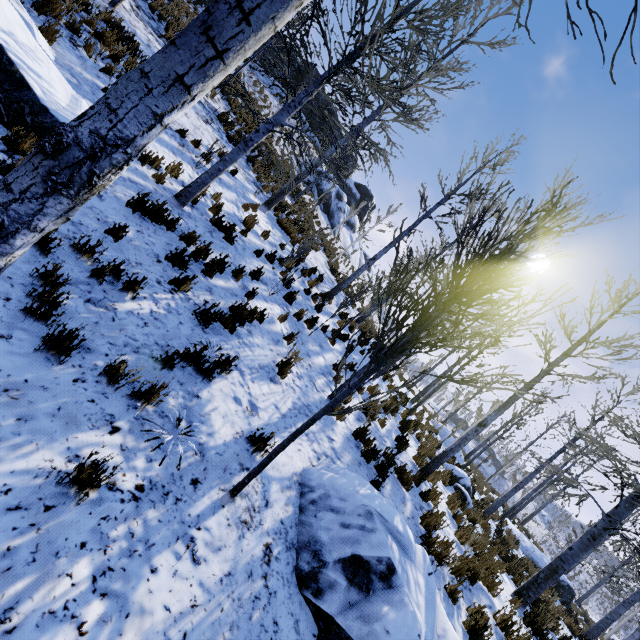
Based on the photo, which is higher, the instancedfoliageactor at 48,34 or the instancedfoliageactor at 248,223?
the instancedfoliageactor at 248,223

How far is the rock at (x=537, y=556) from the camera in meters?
17.2 m

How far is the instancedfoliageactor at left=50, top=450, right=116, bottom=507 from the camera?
2.46m

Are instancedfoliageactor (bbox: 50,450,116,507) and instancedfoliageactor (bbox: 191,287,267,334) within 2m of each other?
no

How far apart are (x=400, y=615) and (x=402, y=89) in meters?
13.6

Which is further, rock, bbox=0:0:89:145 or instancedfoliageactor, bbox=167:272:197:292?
instancedfoliageactor, bbox=167:272:197:292

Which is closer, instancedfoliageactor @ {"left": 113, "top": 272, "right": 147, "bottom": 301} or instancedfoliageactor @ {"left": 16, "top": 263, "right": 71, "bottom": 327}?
instancedfoliageactor @ {"left": 16, "top": 263, "right": 71, "bottom": 327}

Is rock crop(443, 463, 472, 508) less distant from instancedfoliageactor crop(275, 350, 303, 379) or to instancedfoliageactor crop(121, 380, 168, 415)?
instancedfoliageactor crop(121, 380, 168, 415)
